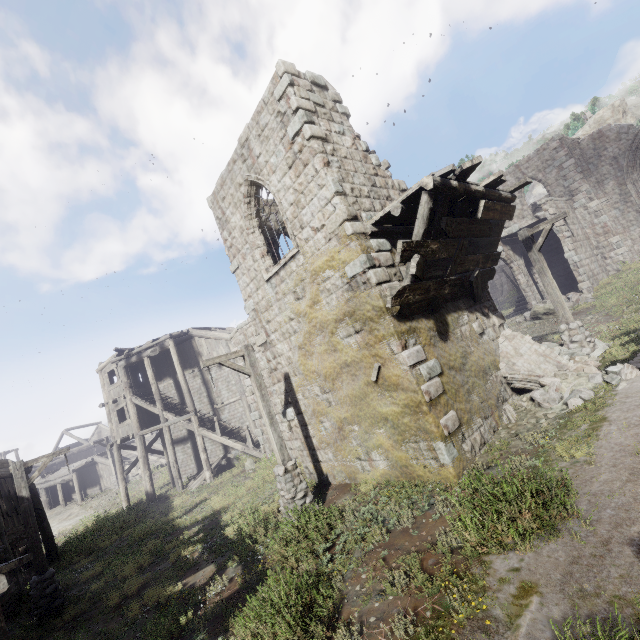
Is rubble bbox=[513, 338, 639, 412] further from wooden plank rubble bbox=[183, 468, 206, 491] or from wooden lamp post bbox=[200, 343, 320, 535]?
wooden plank rubble bbox=[183, 468, 206, 491]

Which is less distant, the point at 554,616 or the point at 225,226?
the point at 554,616

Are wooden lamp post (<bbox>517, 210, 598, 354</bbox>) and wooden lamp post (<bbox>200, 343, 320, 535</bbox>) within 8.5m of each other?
no

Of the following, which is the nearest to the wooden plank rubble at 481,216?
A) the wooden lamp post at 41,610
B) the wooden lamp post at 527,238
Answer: the wooden lamp post at 527,238

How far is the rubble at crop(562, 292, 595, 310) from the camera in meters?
17.8

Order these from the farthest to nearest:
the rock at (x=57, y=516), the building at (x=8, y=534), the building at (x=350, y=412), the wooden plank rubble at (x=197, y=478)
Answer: the rock at (x=57, y=516) < the wooden plank rubble at (x=197, y=478) < the building at (x=350, y=412) < the building at (x=8, y=534)

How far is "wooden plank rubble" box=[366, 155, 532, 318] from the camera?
7.03m

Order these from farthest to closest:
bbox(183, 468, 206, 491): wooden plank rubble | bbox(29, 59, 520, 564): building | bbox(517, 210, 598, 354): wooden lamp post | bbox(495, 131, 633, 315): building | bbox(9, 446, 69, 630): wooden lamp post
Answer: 1. bbox(495, 131, 633, 315): building
2. bbox(183, 468, 206, 491): wooden plank rubble
3. bbox(517, 210, 598, 354): wooden lamp post
4. bbox(9, 446, 69, 630): wooden lamp post
5. bbox(29, 59, 520, 564): building
